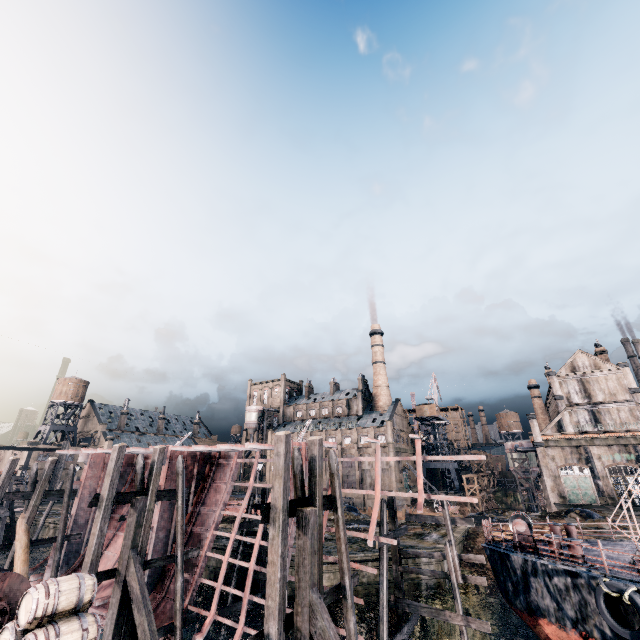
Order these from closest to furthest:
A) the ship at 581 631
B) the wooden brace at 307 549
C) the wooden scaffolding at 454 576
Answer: the wooden brace at 307 549 < the ship at 581 631 < the wooden scaffolding at 454 576

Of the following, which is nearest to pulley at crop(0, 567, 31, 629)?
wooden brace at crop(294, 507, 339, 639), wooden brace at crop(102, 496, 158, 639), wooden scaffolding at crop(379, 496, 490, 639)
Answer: wooden brace at crop(102, 496, 158, 639)

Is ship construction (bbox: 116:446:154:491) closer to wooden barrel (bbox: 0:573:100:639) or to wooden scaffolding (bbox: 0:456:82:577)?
wooden scaffolding (bbox: 0:456:82:577)

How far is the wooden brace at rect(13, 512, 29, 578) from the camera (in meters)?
18.41

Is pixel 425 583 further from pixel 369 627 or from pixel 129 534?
pixel 129 534

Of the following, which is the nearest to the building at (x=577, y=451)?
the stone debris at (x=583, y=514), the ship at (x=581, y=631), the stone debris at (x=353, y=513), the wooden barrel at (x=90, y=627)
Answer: the stone debris at (x=583, y=514)

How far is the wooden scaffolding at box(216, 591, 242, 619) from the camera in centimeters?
1742cm

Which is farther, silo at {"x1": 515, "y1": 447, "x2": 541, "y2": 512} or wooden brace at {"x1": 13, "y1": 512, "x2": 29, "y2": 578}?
silo at {"x1": 515, "y1": 447, "x2": 541, "y2": 512}
